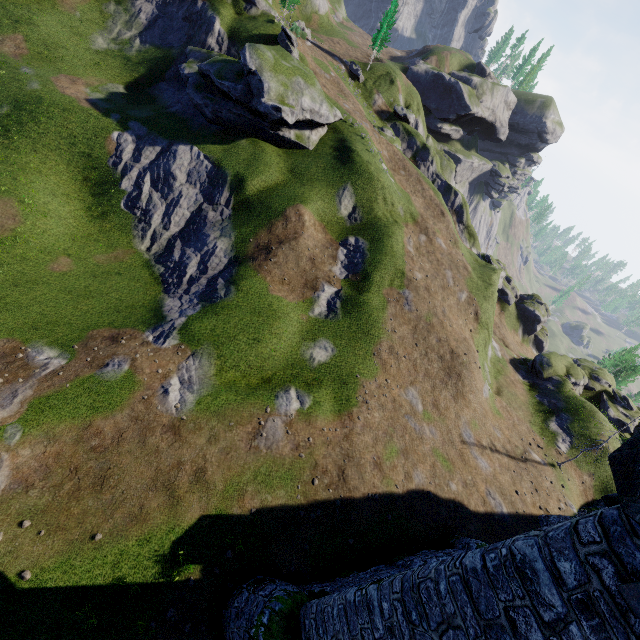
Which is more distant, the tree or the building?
the tree

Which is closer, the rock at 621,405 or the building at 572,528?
the building at 572,528

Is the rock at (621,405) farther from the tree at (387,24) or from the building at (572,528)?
the tree at (387,24)

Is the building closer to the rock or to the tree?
the rock

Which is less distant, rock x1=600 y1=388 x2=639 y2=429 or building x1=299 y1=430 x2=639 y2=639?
building x1=299 y1=430 x2=639 y2=639

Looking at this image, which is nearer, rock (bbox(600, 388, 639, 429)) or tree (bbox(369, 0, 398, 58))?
rock (bbox(600, 388, 639, 429))

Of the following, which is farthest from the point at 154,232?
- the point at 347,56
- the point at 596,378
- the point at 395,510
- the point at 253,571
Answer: the point at 596,378
